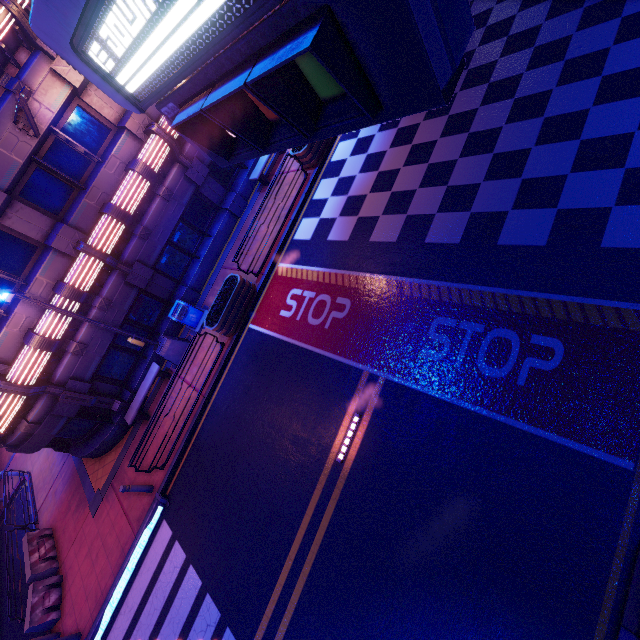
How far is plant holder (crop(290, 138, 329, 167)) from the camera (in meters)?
12.64

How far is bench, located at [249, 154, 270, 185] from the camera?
14.4 meters

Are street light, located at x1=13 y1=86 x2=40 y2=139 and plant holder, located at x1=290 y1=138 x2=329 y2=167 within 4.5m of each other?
no

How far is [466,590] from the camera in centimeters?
534cm

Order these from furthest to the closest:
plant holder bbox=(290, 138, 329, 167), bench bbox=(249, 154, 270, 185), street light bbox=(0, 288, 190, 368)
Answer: bench bbox=(249, 154, 270, 185)
plant holder bbox=(290, 138, 329, 167)
street light bbox=(0, 288, 190, 368)

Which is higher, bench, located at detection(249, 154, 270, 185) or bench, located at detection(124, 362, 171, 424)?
bench, located at detection(249, 154, 270, 185)

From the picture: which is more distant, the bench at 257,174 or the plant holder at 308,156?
the bench at 257,174

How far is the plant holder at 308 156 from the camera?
12.64m
